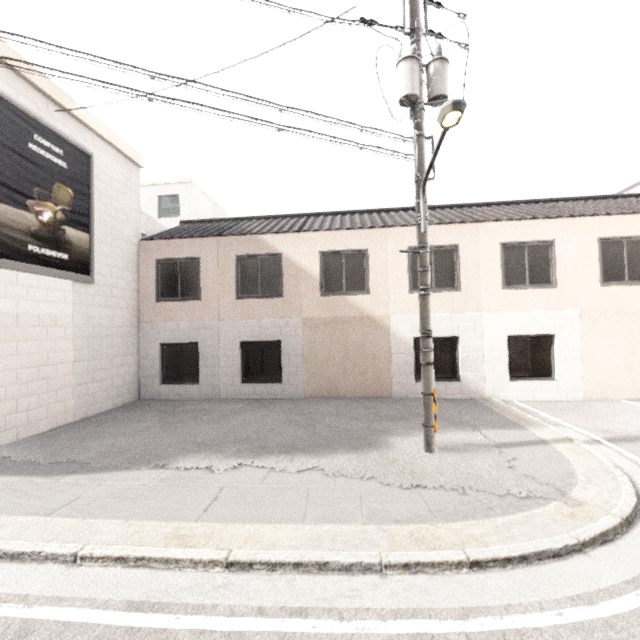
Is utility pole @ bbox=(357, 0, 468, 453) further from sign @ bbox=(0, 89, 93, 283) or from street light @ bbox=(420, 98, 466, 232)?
sign @ bbox=(0, 89, 93, 283)

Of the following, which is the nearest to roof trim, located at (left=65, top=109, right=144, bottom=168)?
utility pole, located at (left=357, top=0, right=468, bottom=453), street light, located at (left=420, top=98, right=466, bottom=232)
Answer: utility pole, located at (left=357, top=0, right=468, bottom=453)

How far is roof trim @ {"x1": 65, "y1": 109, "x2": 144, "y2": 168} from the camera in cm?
930

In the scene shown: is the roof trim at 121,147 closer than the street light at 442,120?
No

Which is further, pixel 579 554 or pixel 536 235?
pixel 536 235

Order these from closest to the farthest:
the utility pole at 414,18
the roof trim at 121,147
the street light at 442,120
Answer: the street light at 442,120 → the utility pole at 414,18 → the roof trim at 121,147

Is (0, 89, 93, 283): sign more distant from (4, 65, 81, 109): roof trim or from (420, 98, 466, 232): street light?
(420, 98, 466, 232): street light

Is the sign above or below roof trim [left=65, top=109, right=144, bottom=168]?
below
